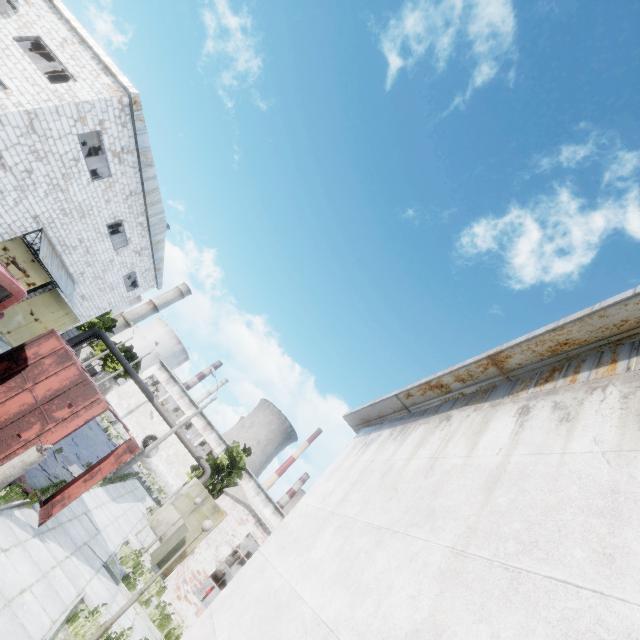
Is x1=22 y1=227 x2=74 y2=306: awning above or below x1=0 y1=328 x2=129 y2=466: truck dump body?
above

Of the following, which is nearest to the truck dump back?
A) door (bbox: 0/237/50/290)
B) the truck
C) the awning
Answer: the truck

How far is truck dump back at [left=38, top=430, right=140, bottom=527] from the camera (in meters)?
9.60

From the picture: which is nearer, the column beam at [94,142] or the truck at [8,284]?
the truck at [8,284]

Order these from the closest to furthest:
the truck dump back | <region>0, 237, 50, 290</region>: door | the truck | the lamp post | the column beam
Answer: the lamp post
the truck dump back
the truck
<region>0, 237, 50, 290</region>: door
the column beam

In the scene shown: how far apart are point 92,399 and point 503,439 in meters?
12.1 m

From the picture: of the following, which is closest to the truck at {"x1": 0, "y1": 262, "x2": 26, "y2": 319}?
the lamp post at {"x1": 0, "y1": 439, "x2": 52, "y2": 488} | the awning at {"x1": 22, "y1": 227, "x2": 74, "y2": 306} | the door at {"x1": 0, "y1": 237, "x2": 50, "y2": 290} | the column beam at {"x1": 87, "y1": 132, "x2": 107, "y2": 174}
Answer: the lamp post at {"x1": 0, "y1": 439, "x2": 52, "y2": 488}

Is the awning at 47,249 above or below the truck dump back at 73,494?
above
